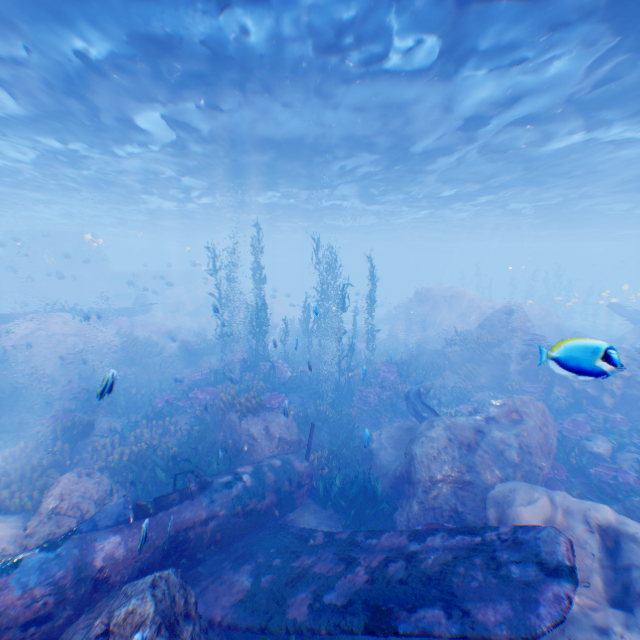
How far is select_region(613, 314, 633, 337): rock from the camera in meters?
34.6 m

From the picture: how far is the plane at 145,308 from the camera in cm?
2352

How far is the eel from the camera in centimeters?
1109cm

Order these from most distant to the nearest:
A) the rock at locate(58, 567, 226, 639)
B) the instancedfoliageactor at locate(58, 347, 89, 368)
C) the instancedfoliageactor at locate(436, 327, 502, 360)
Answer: the instancedfoliageactor at locate(436, 327, 502, 360) → the instancedfoliageactor at locate(58, 347, 89, 368) → the rock at locate(58, 567, 226, 639)

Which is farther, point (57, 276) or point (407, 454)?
point (57, 276)

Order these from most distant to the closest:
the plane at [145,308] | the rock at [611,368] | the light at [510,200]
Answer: the plane at [145,308] < the rock at [611,368] < the light at [510,200]

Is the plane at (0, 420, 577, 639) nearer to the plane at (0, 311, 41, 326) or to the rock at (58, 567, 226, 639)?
the rock at (58, 567, 226, 639)

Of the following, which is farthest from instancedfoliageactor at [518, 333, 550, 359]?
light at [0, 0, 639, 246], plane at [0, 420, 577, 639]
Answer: light at [0, 0, 639, 246]
